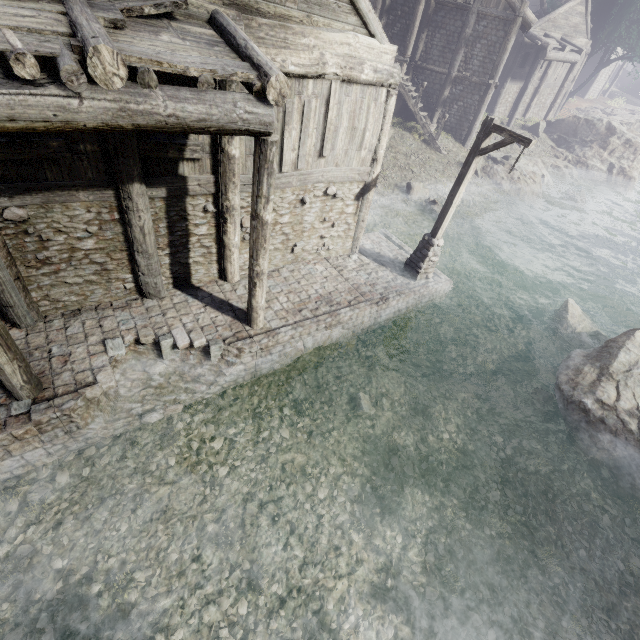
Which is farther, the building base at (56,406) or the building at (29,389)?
the building base at (56,406)

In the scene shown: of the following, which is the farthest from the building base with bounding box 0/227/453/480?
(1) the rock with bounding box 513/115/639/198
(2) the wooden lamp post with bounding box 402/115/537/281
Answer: (1) the rock with bounding box 513/115/639/198

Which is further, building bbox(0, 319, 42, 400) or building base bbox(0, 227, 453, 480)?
building base bbox(0, 227, 453, 480)

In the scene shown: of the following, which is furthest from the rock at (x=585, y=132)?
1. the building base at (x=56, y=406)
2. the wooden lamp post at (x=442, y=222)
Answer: the wooden lamp post at (x=442, y=222)

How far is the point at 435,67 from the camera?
19.6m

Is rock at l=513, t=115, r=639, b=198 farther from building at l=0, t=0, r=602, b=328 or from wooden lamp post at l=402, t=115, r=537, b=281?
wooden lamp post at l=402, t=115, r=537, b=281

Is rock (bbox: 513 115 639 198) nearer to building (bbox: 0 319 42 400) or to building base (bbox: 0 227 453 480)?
building (bbox: 0 319 42 400)
